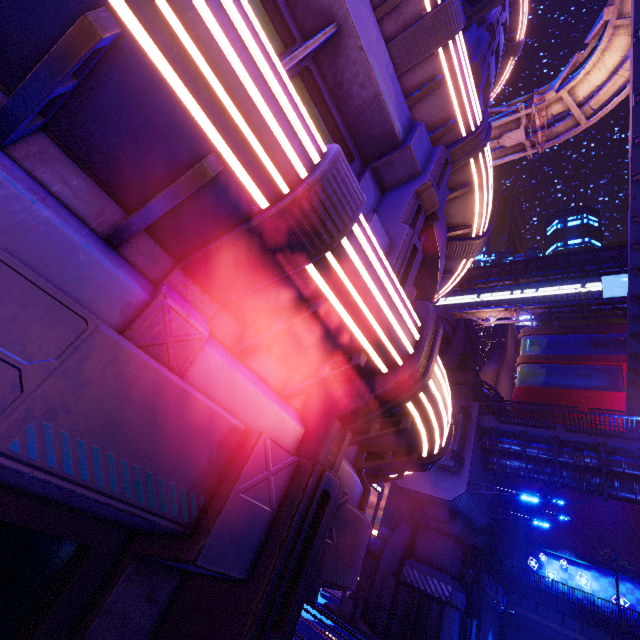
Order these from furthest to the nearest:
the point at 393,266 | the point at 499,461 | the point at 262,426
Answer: the point at 499,461
the point at 393,266
the point at 262,426

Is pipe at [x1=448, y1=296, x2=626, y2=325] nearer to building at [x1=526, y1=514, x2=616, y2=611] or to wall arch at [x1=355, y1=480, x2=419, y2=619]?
building at [x1=526, y1=514, x2=616, y2=611]

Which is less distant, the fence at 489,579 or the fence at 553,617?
the fence at 553,617

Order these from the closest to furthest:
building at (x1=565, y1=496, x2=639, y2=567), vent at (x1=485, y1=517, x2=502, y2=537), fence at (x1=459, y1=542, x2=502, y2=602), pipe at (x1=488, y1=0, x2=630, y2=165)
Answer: pipe at (x1=488, y1=0, x2=630, y2=165)
fence at (x1=459, y1=542, x2=502, y2=602)
vent at (x1=485, y1=517, x2=502, y2=537)
building at (x1=565, y1=496, x2=639, y2=567)

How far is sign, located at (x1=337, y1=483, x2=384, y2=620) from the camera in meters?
17.8 m

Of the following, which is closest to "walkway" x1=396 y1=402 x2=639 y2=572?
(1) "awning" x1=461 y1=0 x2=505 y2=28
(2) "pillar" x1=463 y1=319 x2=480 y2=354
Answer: (2) "pillar" x1=463 y1=319 x2=480 y2=354

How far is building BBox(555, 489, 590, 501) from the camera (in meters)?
30.50

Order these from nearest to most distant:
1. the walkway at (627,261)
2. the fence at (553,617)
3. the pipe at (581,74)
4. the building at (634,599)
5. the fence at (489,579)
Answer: the walkway at (627,261) < the pipe at (581,74) < the fence at (553,617) < the fence at (489,579) < the building at (634,599)
